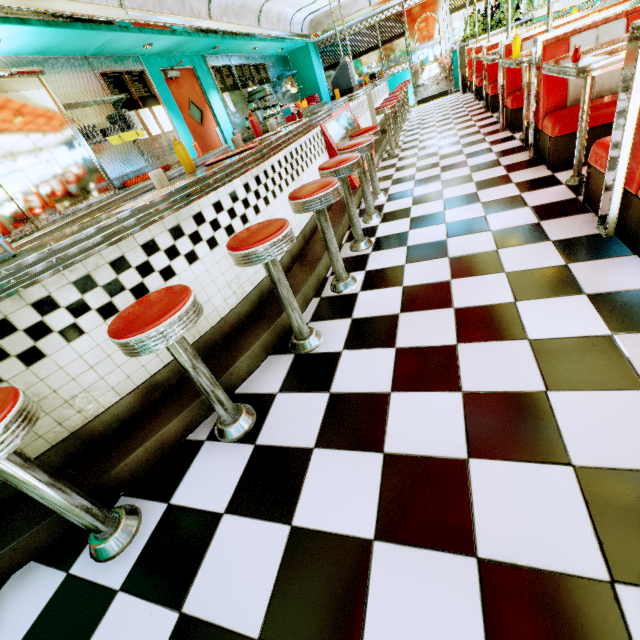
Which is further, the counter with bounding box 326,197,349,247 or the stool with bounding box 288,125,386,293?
the counter with bounding box 326,197,349,247

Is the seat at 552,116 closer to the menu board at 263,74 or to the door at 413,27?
the menu board at 263,74

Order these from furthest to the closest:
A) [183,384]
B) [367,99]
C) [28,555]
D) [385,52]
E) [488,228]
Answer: [385,52], [367,99], [488,228], [183,384], [28,555]

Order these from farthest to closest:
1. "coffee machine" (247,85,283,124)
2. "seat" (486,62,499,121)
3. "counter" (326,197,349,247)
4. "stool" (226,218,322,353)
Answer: "coffee machine" (247,85,283,124) < "seat" (486,62,499,121) < "counter" (326,197,349,247) < "stool" (226,218,322,353)

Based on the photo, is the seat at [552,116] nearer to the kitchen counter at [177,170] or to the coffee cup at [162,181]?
the coffee cup at [162,181]

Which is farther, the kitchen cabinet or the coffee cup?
the kitchen cabinet

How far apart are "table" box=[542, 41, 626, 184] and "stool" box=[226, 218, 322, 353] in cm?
218

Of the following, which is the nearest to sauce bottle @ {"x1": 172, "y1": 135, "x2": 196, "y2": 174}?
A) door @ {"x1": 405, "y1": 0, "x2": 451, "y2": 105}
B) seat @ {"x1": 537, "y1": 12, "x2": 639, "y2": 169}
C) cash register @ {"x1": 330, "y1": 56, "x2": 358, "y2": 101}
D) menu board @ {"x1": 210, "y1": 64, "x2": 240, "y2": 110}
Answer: seat @ {"x1": 537, "y1": 12, "x2": 639, "y2": 169}
